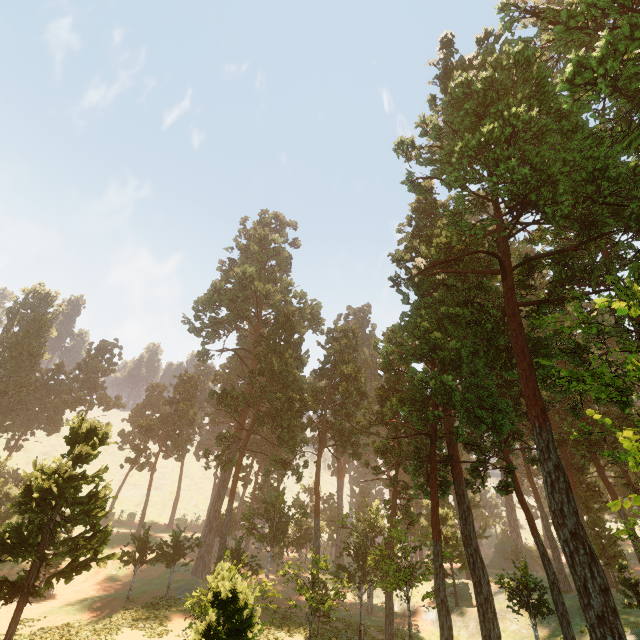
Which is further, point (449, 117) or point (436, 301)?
point (449, 117)
